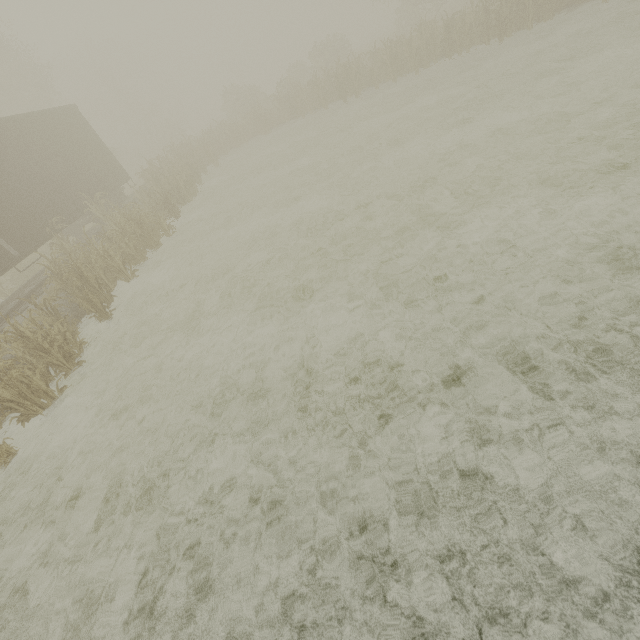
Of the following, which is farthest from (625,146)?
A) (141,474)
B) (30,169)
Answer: (30,169)
